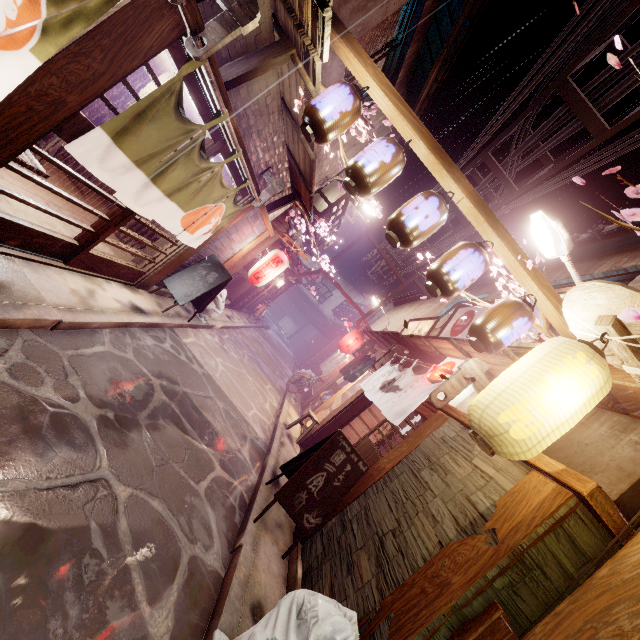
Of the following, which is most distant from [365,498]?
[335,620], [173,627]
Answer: [173,627]

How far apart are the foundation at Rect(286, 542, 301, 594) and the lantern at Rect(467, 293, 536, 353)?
6.2 meters

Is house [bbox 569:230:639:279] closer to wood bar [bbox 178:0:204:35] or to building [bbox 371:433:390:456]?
building [bbox 371:433:390:456]

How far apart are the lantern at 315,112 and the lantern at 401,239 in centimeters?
204cm

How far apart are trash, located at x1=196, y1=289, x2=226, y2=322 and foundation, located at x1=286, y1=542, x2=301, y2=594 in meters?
10.5 m

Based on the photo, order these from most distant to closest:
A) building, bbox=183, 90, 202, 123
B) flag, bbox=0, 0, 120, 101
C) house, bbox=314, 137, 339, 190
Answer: house, bbox=314, 137, 339, 190 < building, bbox=183, 90, 202, 123 < flag, bbox=0, 0, 120, 101

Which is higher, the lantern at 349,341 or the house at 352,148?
the house at 352,148

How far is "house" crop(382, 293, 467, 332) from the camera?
20.1 meters
